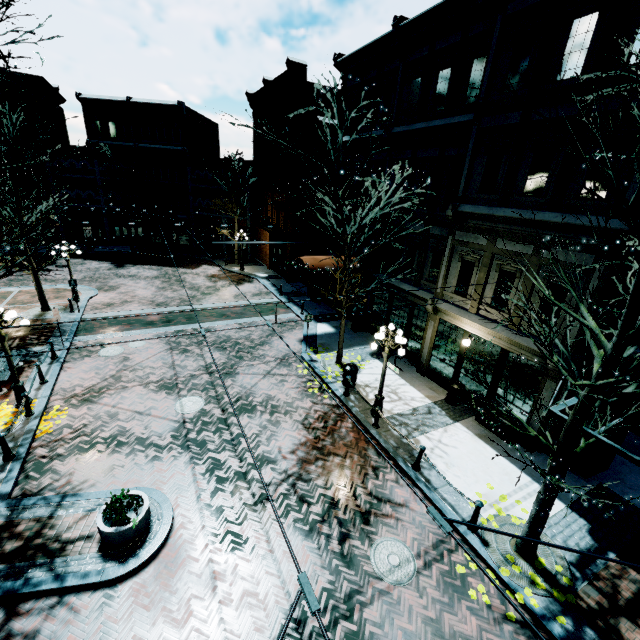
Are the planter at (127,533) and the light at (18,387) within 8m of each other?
yes

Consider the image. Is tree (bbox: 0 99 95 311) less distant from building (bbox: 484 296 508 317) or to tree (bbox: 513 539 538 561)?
building (bbox: 484 296 508 317)

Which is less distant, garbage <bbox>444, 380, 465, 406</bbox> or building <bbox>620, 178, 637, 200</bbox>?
building <bbox>620, 178, 637, 200</bbox>

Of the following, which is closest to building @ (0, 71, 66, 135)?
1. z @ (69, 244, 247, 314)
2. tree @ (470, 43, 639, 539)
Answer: z @ (69, 244, 247, 314)

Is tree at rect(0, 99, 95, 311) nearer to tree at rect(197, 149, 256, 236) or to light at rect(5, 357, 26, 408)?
light at rect(5, 357, 26, 408)

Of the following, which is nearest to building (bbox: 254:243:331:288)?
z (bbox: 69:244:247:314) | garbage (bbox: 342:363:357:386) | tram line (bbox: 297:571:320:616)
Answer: z (bbox: 69:244:247:314)

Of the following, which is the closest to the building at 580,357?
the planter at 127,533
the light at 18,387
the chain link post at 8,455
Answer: the light at 18,387

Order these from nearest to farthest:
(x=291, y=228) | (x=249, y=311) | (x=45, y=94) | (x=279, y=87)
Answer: (x=249, y=311) → (x=279, y=87) → (x=291, y=228) → (x=45, y=94)
